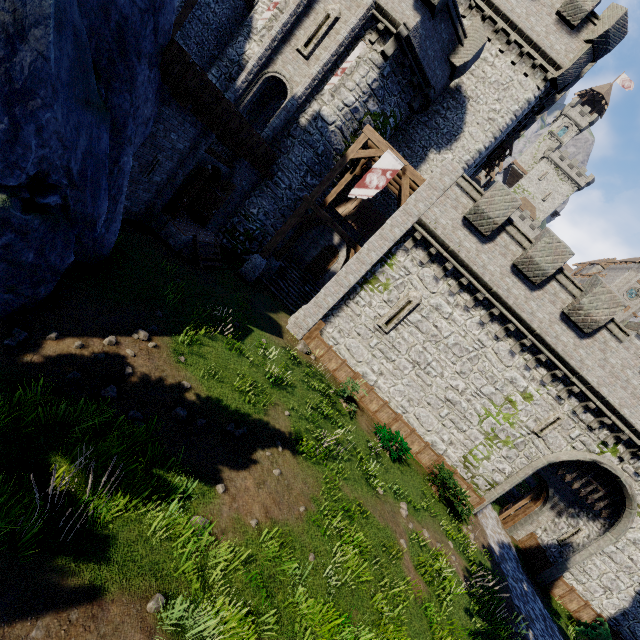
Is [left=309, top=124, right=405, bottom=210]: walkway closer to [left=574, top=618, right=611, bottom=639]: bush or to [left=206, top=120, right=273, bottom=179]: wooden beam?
[left=206, top=120, right=273, bottom=179]: wooden beam

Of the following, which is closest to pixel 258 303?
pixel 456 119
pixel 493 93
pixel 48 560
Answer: pixel 48 560

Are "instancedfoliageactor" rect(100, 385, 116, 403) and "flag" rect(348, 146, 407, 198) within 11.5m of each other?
no

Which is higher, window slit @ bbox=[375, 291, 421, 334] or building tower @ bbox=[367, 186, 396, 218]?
building tower @ bbox=[367, 186, 396, 218]

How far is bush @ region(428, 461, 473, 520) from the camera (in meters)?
14.16

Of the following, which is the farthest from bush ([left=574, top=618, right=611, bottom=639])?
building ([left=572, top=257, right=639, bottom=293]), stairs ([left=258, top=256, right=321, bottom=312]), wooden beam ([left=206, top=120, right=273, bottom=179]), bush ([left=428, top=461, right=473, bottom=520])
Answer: building ([left=572, top=257, right=639, bottom=293])

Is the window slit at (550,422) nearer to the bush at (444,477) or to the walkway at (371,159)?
the bush at (444,477)

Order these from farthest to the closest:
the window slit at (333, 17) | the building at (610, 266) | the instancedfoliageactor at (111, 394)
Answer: the building at (610, 266)
the window slit at (333, 17)
the instancedfoliageactor at (111, 394)
